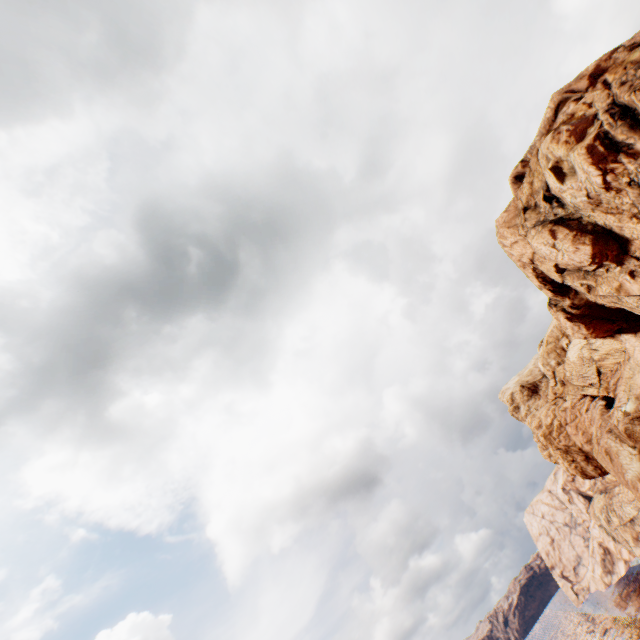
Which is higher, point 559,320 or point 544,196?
point 544,196
